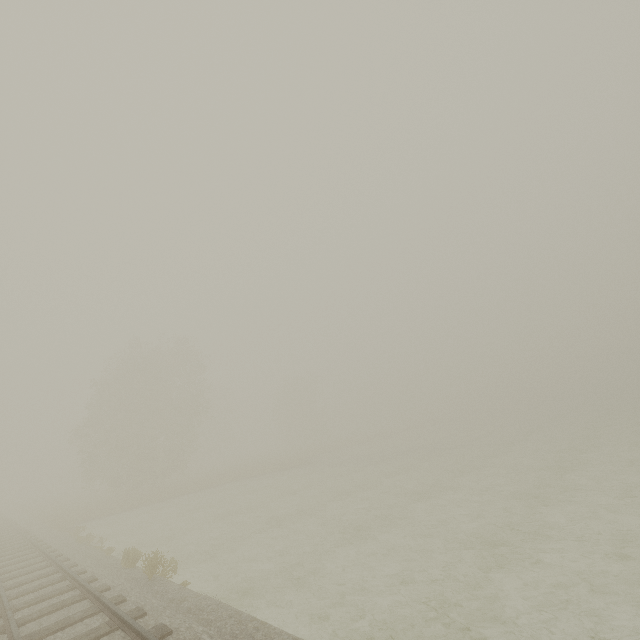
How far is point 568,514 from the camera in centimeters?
1180cm
